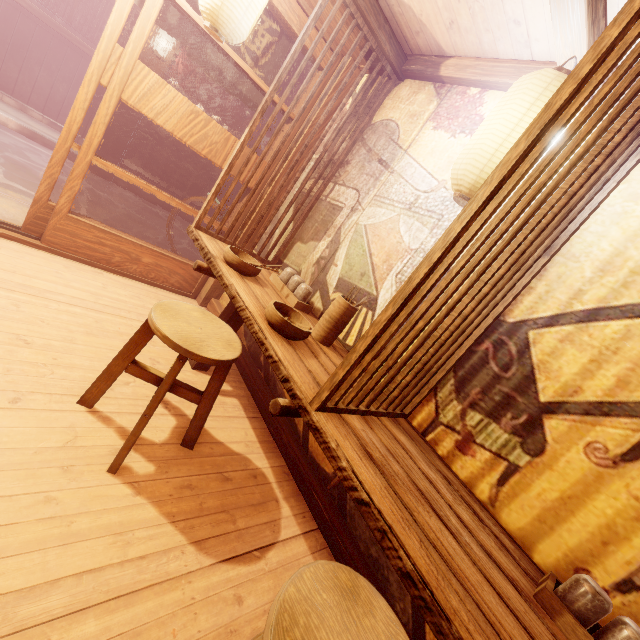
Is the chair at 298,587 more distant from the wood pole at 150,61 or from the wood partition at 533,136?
the wood pole at 150,61

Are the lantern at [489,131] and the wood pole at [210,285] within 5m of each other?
yes

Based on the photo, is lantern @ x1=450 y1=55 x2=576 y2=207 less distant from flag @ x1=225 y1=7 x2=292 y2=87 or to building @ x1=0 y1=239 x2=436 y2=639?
building @ x1=0 y1=239 x2=436 y2=639

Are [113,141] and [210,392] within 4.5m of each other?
no

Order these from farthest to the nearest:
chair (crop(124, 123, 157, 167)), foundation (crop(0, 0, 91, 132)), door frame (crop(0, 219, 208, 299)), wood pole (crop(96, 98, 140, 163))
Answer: chair (crop(124, 123, 157, 167))
wood pole (crop(96, 98, 140, 163))
foundation (crop(0, 0, 91, 132))
door frame (crop(0, 219, 208, 299))

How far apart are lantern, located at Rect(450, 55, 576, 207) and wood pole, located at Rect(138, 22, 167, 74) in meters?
13.1 m

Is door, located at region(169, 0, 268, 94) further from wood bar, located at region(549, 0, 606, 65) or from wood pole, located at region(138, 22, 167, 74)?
wood pole, located at region(138, 22, 167, 74)

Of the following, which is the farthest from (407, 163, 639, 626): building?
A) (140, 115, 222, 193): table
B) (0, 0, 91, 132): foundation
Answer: (140, 115, 222, 193): table
